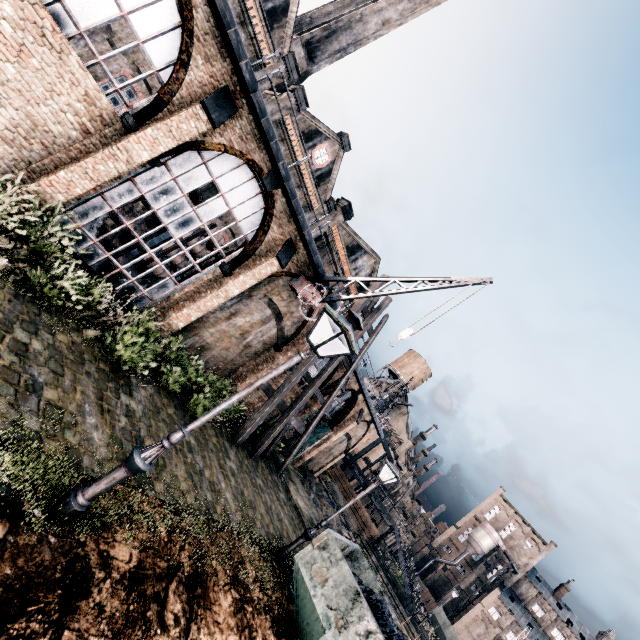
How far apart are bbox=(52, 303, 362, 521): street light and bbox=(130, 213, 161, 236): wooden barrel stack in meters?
9.8

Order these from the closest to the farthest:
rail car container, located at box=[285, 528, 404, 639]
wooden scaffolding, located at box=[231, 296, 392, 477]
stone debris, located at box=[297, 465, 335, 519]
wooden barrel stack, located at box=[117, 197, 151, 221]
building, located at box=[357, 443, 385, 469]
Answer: rail car container, located at box=[285, 528, 404, 639]
wooden barrel stack, located at box=[117, 197, 151, 221]
wooden scaffolding, located at box=[231, 296, 392, 477]
stone debris, located at box=[297, 465, 335, 519]
building, located at box=[357, 443, 385, 469]

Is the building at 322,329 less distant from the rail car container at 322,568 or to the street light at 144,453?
the street light at 144,453

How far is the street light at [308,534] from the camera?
11.81m

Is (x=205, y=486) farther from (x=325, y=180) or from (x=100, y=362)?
(x=325, y=180)

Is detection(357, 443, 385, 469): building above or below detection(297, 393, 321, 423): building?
above

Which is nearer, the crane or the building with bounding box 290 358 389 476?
the crane

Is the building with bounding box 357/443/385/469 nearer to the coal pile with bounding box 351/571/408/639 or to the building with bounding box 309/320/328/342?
the building with bounding box 309/320/328/342
